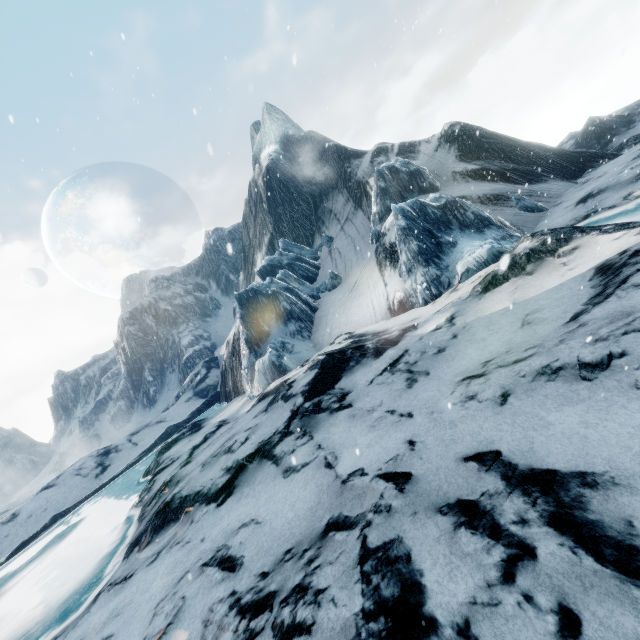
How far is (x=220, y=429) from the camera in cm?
1914
